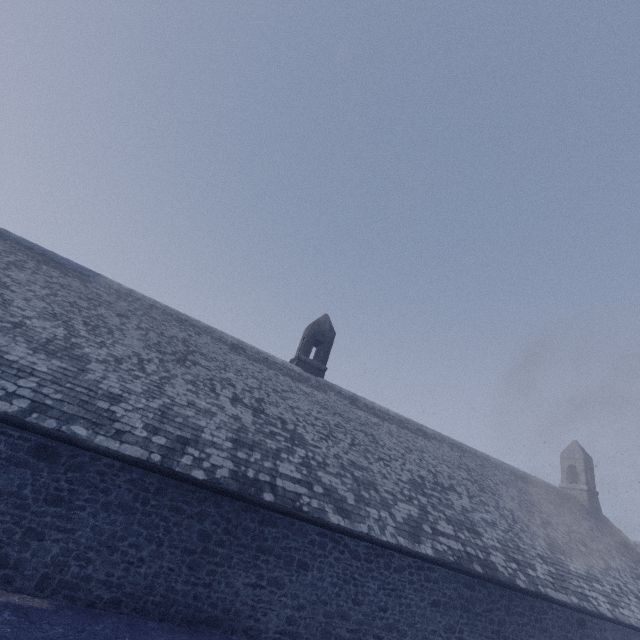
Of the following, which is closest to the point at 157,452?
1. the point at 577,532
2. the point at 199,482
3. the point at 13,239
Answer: the point at 199,482
